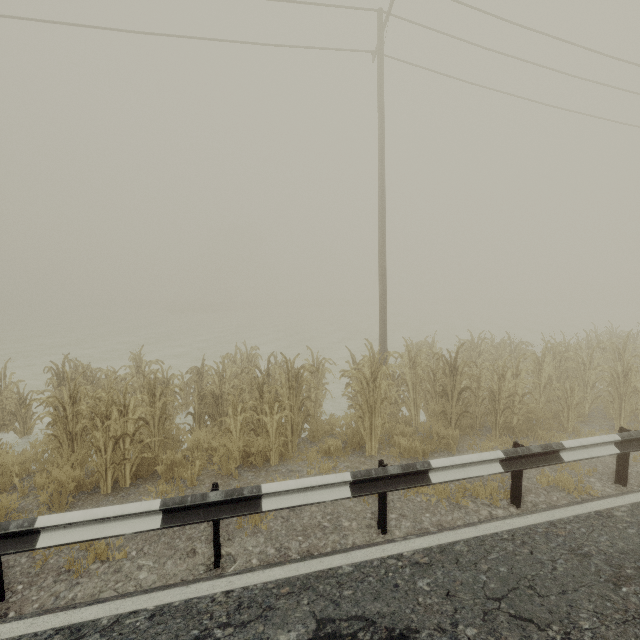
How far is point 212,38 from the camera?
10.4m

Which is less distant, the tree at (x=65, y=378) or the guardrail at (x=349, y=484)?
the guardrail at (x=349, y=484)

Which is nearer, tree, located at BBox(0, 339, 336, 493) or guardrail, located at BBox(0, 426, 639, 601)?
guardrail, located at BBox(0, 426, 639, 601)
